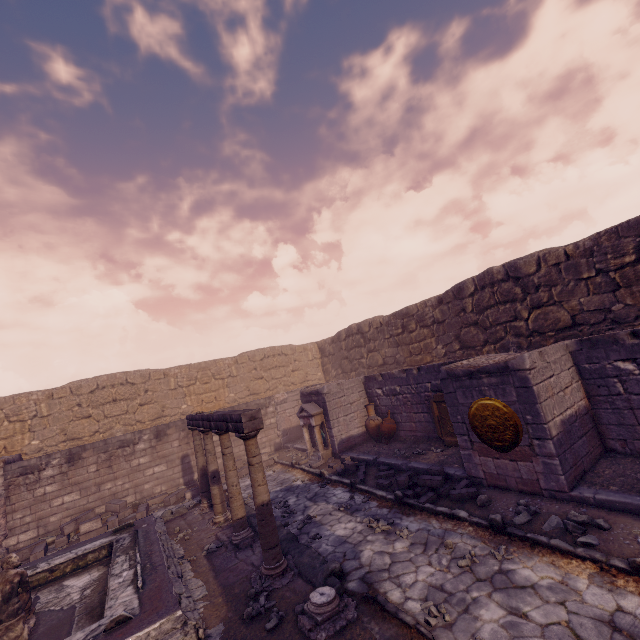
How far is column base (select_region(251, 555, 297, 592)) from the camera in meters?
5.2

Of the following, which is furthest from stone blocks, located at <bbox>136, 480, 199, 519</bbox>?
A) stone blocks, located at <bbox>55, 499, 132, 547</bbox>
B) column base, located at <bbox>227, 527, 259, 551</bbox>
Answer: column base, located at <bbox>227, 527, 259, 551</bbox>

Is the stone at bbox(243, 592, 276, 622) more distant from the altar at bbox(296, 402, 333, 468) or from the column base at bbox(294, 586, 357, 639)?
the altar at bbox(296, 402, 333, 468)

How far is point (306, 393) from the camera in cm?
1235

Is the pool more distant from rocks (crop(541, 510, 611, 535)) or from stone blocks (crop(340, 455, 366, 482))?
rocks (crop(541, 510, 611, 535))

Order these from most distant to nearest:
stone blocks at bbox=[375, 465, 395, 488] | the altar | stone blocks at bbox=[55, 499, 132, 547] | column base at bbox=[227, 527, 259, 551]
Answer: the altar → stone blocks at bbox=[55, 499, 132, 547] → stone blocks at bbox=[375, 465, 395, 488] → column base at bbox=[227, 527, 259, 551]

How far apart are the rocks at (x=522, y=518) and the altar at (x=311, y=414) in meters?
6.7 m

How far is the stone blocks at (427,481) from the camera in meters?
6.4 m
